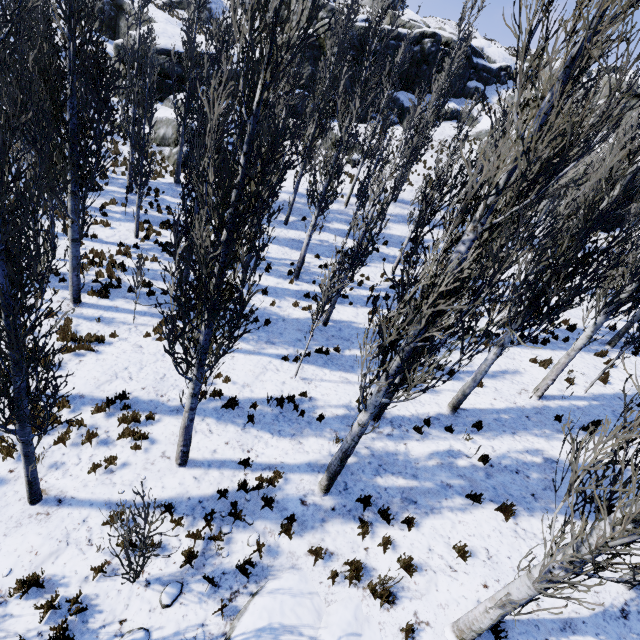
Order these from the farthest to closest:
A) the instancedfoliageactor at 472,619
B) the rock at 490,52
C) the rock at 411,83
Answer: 1. the rock at 490,52
2. the rock at 411,83
3. the instancedfoliageactor at 472,619

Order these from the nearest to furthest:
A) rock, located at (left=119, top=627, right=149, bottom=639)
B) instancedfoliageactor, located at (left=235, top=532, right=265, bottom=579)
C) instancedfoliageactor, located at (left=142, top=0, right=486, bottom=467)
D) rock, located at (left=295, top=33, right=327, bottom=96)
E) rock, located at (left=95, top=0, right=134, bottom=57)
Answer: instancedfoliageactor, located at (left=142, top=0, right=486, bottom=467)
rock, located at (left=119, top=627, right=149, bottom=639)
instancedfoliageactor, located at (left=235, top=532, right=265, bottom=579)
rock, located at (left=95, top=0, right=134, bottom=57)
rock, located at (left=295, top=33, right=327, bottom=96)

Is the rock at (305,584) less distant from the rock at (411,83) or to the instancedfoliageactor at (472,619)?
the instancedfoliageactor at (472,619)

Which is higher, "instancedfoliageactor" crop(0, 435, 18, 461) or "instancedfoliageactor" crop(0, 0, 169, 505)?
"instancedfoliageactor" crop(0, 0, 169, 505)

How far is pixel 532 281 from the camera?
13.8m

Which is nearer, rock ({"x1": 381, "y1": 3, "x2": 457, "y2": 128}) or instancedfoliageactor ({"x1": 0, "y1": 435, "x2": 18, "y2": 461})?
instancedfoliageactor ({"x1": 0, "y1": 435, "x2": 18, "y2": 461})

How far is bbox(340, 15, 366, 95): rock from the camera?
29.0m

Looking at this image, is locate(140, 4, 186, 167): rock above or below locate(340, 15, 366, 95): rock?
below
